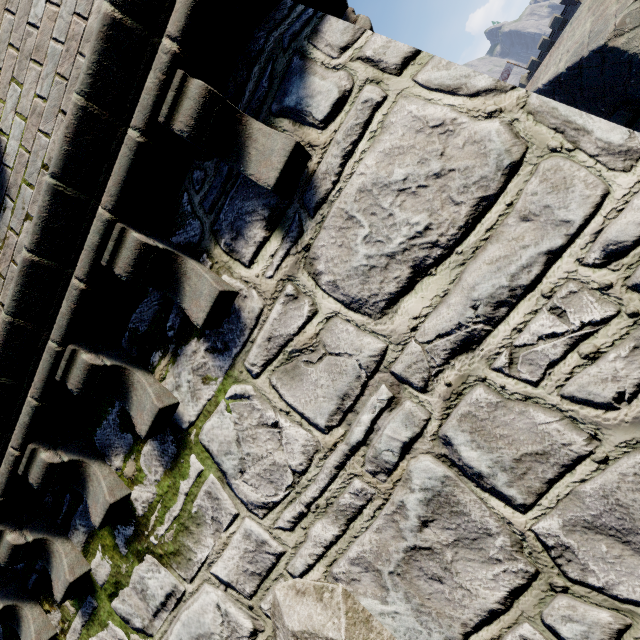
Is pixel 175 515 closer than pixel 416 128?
No
